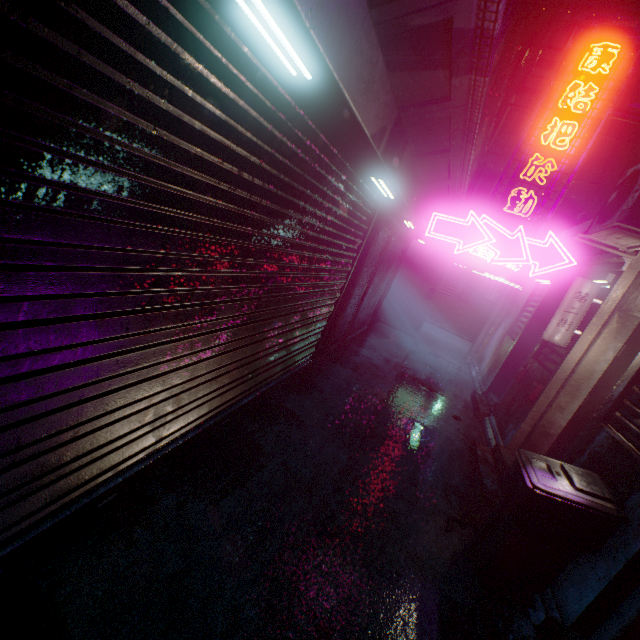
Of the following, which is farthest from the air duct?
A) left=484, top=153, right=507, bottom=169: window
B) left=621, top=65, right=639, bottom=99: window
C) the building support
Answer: left=621, top=65, right=639, bottom=99: window

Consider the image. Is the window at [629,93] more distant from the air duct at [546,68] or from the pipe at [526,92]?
the pipe at [526,92]

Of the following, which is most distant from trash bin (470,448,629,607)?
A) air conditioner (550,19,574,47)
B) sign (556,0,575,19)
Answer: air conditioner (550,19,574,47)

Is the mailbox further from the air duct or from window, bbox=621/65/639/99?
window, bbox=621/65/639/99

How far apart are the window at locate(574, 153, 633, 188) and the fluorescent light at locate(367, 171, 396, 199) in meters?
8.0

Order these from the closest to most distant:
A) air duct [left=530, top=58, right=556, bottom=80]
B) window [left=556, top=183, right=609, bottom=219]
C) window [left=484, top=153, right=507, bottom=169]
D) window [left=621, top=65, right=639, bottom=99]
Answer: air duct [left=530, top=58, right=556, bottom=80] → window [left=621, top=65, right=639, bottom=99] → window [left=556, top=183, right=609, bottom=219] → window [left=484, top=153, right=507, bottom=169]

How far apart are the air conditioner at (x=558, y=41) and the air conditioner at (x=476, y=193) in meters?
A: 1.8

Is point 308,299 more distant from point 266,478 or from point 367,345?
point 367,345
